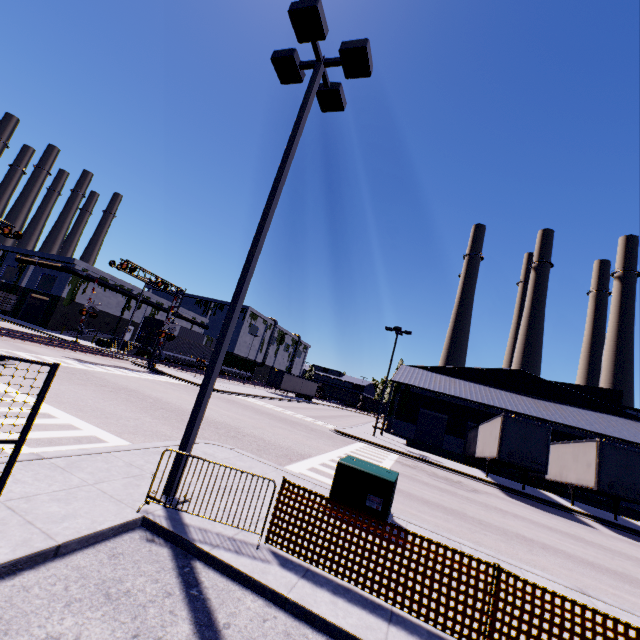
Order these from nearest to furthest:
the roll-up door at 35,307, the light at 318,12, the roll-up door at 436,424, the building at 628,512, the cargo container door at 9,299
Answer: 1. the light at 318,12
2. the building at 628,512
3. the roll-up door at 436,424
4. the cargo container door at 9,299
5. the roll-up door at 35,307

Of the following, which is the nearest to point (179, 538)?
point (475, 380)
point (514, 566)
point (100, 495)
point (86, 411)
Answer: point (100, 495)

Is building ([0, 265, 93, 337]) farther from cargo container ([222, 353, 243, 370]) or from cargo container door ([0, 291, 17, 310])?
cargo container door ([0, 291, 17, 310])

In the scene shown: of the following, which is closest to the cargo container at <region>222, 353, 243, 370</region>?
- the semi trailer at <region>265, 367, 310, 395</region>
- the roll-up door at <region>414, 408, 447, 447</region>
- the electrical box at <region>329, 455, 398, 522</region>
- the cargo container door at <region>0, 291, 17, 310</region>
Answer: the cargo container door at <region>0, 291, 17, 310</region>

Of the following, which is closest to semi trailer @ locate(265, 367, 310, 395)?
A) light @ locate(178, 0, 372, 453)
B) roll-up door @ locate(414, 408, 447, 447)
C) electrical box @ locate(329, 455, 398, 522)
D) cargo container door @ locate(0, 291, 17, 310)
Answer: roll-up door @ locate(414, 408, 447, 447)

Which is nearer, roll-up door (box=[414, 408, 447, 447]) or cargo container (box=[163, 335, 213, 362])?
roll-up door (box=[414, 408, 447, 447])

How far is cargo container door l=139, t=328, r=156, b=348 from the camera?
41.0 meters

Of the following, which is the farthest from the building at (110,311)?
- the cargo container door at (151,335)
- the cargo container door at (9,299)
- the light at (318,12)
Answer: the light at (318,12)
